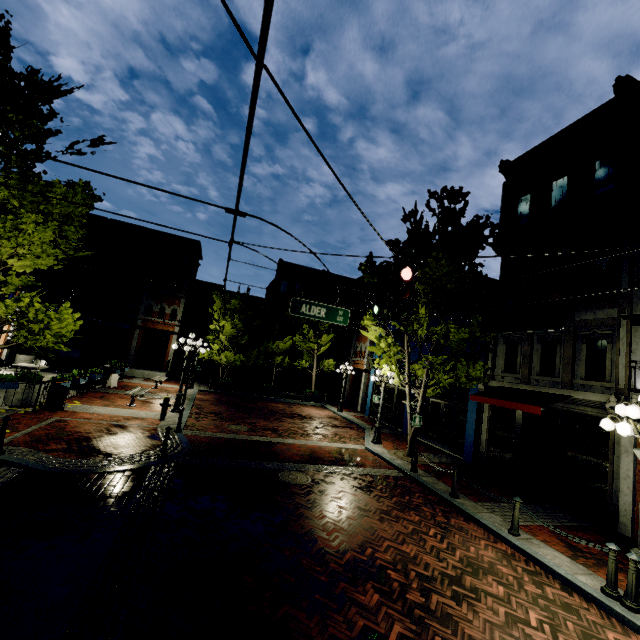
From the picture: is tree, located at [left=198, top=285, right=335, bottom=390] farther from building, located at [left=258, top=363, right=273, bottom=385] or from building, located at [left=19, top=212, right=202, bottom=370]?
building, located at [left=258, top=363, right=273, bottom=385]

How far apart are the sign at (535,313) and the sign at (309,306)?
3.48m

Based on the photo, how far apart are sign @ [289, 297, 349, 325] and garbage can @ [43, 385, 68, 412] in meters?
9.5

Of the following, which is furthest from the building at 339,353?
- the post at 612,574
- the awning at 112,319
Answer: the awning at 112,319

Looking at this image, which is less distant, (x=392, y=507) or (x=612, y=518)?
(x=392, y=507)

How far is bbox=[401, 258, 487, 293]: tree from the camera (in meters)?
12.45

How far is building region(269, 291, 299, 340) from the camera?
34.7m

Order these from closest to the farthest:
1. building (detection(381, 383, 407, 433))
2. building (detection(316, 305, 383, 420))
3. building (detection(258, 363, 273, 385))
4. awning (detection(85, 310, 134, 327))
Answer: building (detection(381, 383, 407, 433))
building (detection(316, 305, 383, 420))
awning (detection(85, 310, 134, 327))
building (detection(258, 363, 273, 385))
